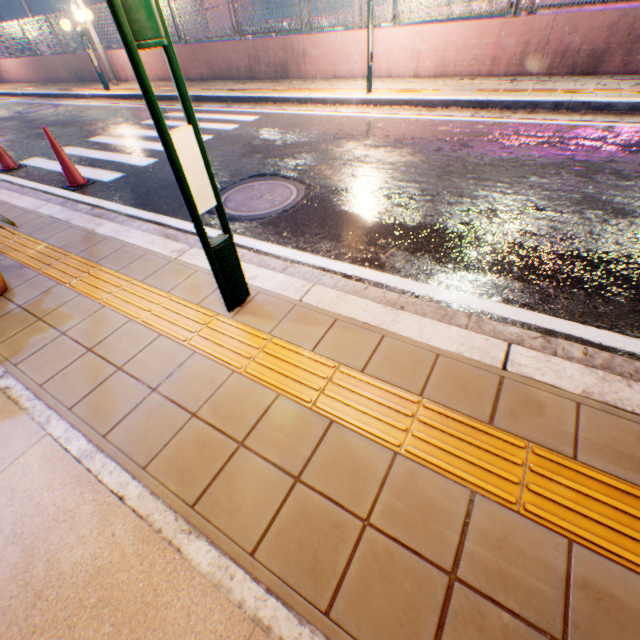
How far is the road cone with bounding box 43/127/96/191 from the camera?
4.79m

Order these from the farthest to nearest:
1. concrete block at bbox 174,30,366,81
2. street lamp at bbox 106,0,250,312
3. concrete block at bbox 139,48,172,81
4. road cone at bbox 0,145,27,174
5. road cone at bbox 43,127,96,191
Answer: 1. concrete block at bbox 139,48,172,81
2. concrete block at bbox 174,30,366,81
3. road cone at bbox 0,145,27,174
4. road cone at bbox 43,127,96,191
5. street lamp at bbox 106,0,250,312

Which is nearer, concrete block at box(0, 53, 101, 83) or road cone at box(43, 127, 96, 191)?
road cone at box(43, 127, 96, 191)

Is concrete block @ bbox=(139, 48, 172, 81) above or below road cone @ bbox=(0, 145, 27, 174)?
above

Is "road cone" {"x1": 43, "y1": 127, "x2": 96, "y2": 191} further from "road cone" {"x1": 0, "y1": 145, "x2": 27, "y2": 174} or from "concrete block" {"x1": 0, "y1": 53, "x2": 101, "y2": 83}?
"concrete block" {"x1": 0, "y1": 53, "x2": 101, "y2": 83}

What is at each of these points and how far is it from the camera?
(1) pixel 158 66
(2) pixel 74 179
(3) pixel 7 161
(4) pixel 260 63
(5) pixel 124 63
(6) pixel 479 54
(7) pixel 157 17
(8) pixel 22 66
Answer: (1) concrete block, 11.9m
(2) road cone, 5.1m
(3) road cone, 6.1m
(4) concrete block, 9.9m
(5) concrete block, 12.6m
(6) concrete block, 7.2m
(7) street lamp, 1.3m
(8) concrete block, 16.2m

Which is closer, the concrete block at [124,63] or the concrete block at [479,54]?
the concrete block at [479,54]
